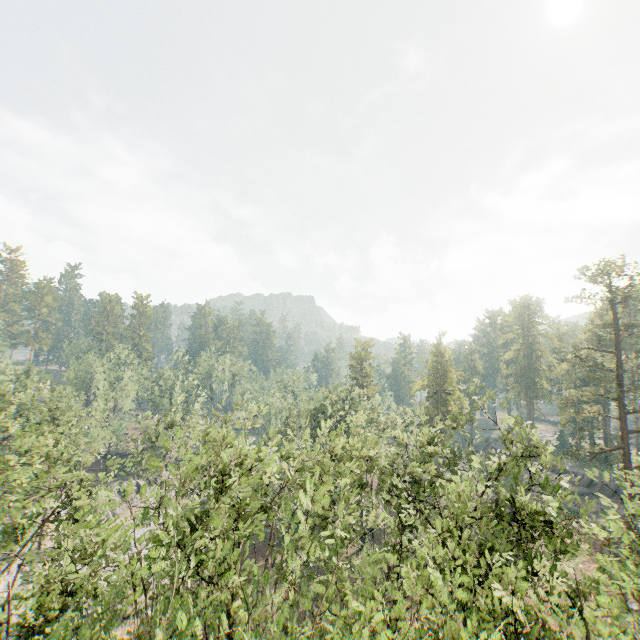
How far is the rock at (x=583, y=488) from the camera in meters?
43.0

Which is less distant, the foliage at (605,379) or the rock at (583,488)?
the foliage at (605,379)

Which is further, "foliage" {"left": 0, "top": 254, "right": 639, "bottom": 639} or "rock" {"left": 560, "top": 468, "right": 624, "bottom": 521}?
"rock" {"left": 560, "top": 468, "right": 624, "bottom": 521}

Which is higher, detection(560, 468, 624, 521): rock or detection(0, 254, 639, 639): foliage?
detection(0, 254, 639, 639): foliage

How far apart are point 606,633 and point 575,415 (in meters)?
36.82

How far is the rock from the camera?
42.99m
